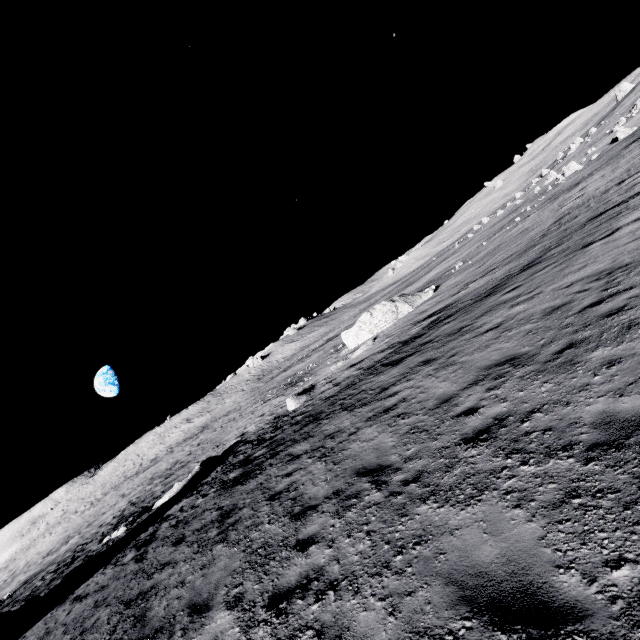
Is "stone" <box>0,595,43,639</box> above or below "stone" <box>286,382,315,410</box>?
above

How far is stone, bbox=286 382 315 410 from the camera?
21.1 meters

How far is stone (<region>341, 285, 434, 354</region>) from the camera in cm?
2811

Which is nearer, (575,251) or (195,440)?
(575,251)

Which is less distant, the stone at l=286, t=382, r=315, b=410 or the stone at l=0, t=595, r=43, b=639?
the stone at l=0, t=595, r=43, b=639

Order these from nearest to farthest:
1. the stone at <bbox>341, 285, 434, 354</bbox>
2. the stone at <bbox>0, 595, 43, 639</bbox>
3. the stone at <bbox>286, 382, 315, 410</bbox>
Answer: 1. the stone at <bbox>0, 595, 43, 639</bbox>
2. the stone at <bbox>286, 382, 315, 410</bbox>
3. the stone at <bbox>341, 285, 434, 354</bbox>

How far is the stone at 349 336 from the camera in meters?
28.1

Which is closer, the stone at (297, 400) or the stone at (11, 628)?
the stone at (11, 628)
